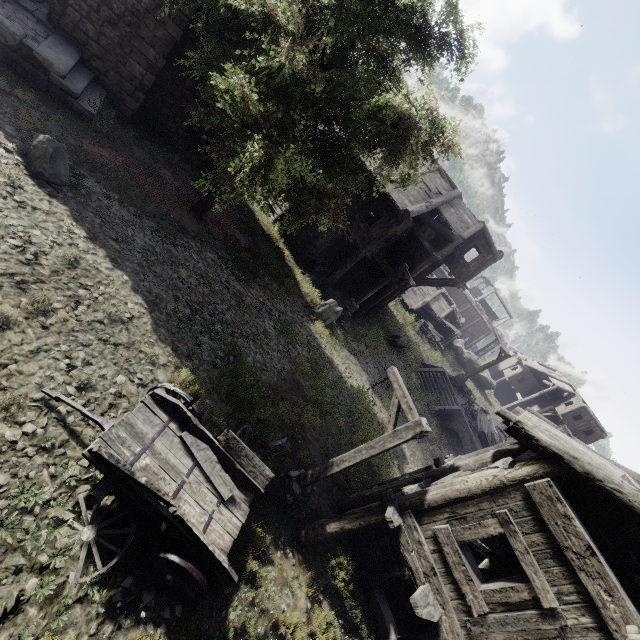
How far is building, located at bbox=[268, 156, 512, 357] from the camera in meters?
17.8 m

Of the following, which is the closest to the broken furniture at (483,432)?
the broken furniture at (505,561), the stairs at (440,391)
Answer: the stairs at (440,391)

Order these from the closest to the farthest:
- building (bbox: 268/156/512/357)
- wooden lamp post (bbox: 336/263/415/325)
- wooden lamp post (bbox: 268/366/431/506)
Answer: wooden lamp post (bbox: 268/366/431/506), wooden lamp post (bbox: 336/263/415/325), building (bbox: 268/156/512/357)

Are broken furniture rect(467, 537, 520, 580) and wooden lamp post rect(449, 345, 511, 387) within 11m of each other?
no

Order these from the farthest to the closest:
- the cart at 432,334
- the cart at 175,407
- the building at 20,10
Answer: the cart at 432,334 < the building at 20,10 < the cart at 175,407

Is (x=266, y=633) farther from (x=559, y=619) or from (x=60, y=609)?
(x=559, y=619)

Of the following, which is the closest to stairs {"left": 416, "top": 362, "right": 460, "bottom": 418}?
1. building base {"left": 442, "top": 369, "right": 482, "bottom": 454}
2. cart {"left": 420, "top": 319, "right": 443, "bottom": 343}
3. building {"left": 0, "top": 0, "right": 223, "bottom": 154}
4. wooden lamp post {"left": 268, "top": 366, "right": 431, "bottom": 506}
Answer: building base {"left": 442, "top": 369, "right": 482, "bottom": 454}

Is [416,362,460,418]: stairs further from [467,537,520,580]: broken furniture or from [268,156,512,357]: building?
[467,537,520,580]: broken furniture
